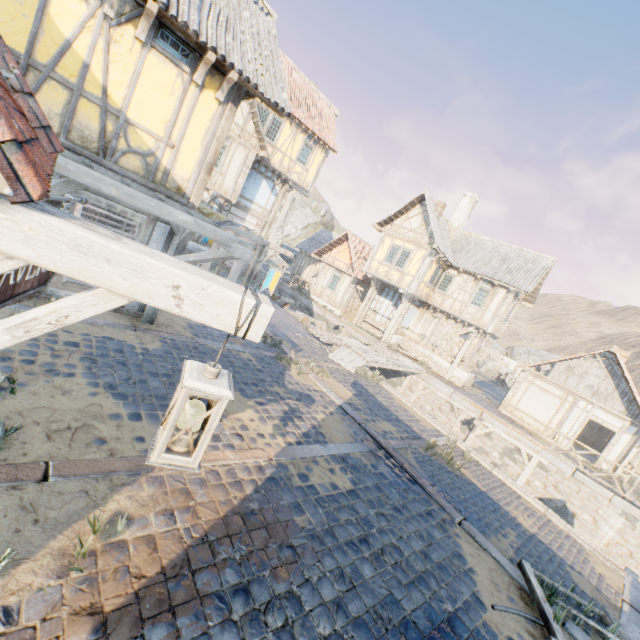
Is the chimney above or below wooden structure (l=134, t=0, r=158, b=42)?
above

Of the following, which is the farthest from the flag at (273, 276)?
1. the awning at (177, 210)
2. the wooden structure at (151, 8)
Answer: the wooden structure at (151, 8)

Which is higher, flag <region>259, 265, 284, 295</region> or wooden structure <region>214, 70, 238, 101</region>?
wooden structure <region>214, 70, 238, 101</region>

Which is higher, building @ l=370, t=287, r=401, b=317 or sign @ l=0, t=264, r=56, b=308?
building @ l=370, t=287, r=401, b=317

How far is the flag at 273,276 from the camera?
5.7 meters

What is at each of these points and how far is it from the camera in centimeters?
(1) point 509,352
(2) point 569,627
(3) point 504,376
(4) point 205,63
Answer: (1) rock, 3834cm
(2) stone blocks, 474cm
(3) rock, 3488cm
(4) wooden structure, 631cm

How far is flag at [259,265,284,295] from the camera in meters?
5.7

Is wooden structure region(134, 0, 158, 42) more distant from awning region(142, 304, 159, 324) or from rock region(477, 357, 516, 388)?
rock region(477, 357, 516, 388)
